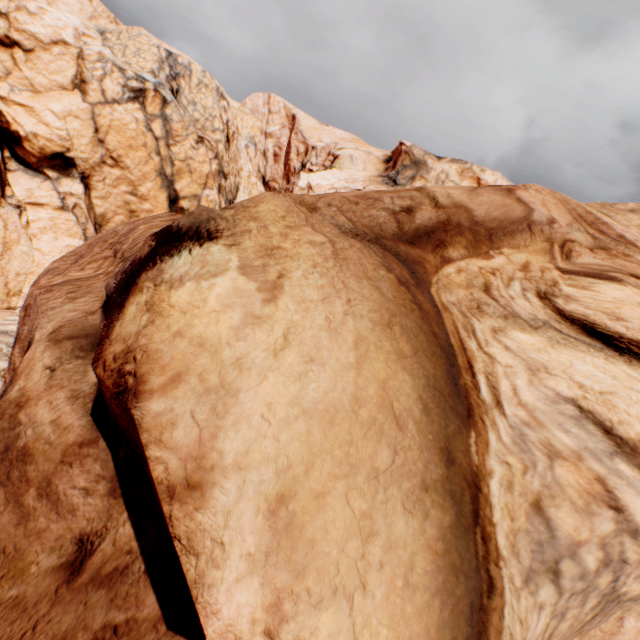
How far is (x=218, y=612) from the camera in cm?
153
